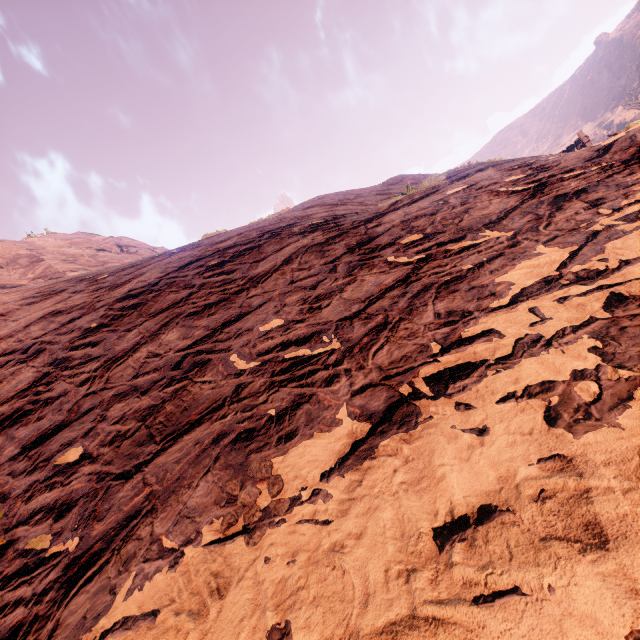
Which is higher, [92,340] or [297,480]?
[92,340]
